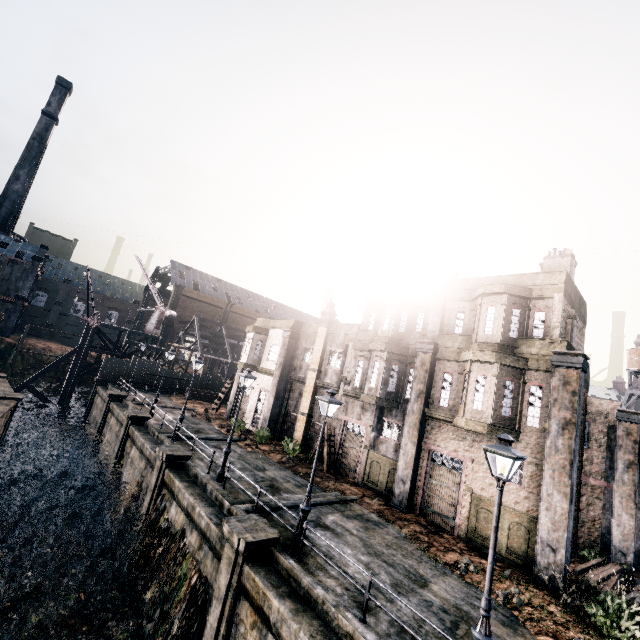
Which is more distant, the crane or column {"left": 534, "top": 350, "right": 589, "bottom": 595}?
the crane

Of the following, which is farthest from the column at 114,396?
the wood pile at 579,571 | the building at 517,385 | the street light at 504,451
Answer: the wood pile at 579,571

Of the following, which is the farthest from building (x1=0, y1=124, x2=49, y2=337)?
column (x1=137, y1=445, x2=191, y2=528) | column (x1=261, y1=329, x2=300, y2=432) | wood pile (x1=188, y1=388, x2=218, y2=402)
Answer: column (x1=137, y1=445, x2=191, y2=528)

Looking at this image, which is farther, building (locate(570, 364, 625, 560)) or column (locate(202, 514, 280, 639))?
building (locate(570, 364, 625, 560))

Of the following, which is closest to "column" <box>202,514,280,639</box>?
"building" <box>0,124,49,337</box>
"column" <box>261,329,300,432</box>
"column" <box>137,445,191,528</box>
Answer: "column" <box>137,445,191,528</box>

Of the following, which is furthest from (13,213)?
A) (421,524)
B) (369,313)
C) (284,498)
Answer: (421,524)

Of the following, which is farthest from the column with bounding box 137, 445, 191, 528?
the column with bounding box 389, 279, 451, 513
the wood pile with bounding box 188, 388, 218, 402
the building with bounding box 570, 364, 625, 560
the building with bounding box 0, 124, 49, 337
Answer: the building with bounding box 0, 124, 49, 337

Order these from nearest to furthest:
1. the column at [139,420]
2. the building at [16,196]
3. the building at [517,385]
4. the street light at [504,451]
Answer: the street light at [504,451]
the building at [517,385]
the column at [139,420]
the building at [16,196]
